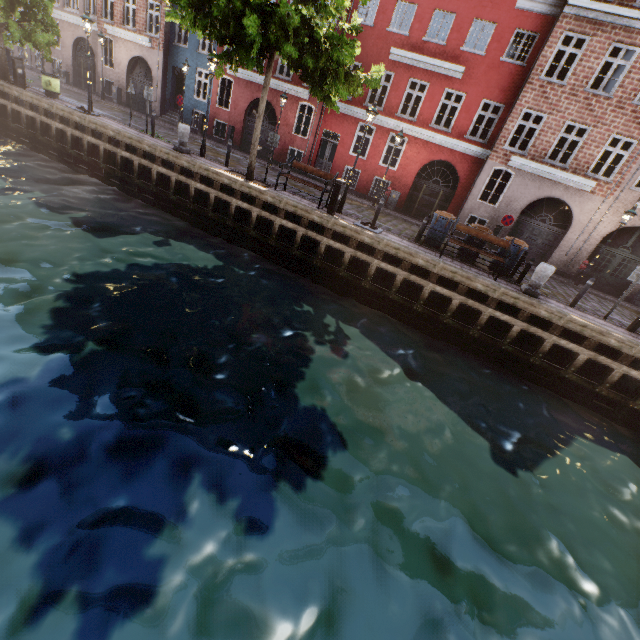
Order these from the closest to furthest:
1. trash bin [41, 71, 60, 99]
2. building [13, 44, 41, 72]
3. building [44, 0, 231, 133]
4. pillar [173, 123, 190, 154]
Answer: pillar [173, 123, 190, 154] < trash bin [41, 71, 60, 99] < building [44, 0, 231, 133] < building [13, 44, 41, 72]

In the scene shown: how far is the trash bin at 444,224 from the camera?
12.2m

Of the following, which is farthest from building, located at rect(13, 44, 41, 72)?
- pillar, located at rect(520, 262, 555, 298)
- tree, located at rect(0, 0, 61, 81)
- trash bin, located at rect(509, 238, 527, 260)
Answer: pillar, located at rect(520, 262, 555, 298)

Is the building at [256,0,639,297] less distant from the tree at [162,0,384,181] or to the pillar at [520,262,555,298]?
the tree at [162,0,384,181]

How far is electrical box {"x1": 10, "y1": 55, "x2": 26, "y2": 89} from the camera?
14.92m

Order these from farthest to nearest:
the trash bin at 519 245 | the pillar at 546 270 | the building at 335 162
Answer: the building at 335 162 → the trash bin at 519 245 → the pillar at 546 270

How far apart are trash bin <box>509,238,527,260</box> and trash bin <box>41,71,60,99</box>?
22.17m

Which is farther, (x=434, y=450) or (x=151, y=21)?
(x=151, y=21)
